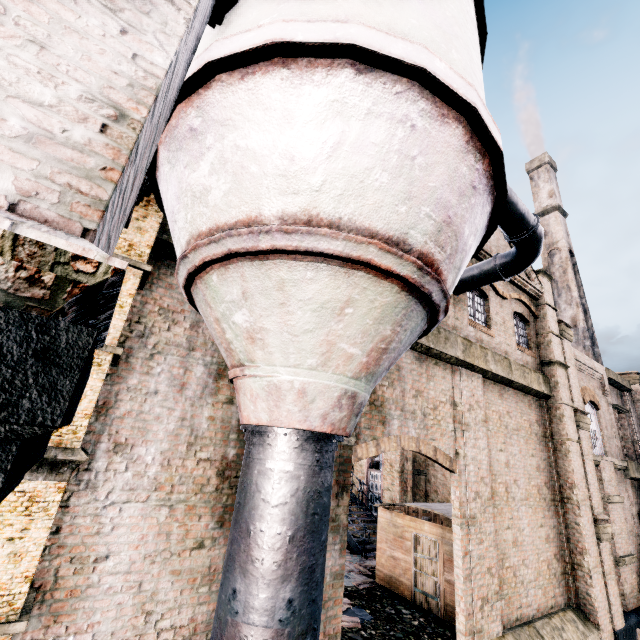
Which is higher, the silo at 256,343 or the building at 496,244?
the building at 496,244

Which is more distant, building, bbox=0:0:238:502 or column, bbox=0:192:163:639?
column, bbox=0:192:163:639

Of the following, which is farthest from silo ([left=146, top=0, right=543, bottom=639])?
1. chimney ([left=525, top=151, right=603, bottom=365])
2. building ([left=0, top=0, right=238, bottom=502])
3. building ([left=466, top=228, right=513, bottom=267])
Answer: building ([left=466, top=228, right=513, bottom=267])

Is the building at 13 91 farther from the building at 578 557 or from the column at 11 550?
the building at 578 557

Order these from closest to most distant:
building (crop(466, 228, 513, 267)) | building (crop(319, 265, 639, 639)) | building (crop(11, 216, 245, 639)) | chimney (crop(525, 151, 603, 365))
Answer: building (crop(11, 216, 245, 639)) → building (crop(319, 265, 639, 639)) → building (crop(466, 228, 513, 267)) → chimney (crop(525, 151, 603, 365))

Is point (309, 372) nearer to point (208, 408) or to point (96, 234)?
point (96, 234)

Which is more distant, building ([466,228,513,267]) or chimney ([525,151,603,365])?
chimney ([525,151,603,365])

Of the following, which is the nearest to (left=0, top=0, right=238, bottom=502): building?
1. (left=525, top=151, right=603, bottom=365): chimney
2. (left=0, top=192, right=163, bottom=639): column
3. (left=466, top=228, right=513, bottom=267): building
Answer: (left=0, top=192, right=163, bottom=639): column
